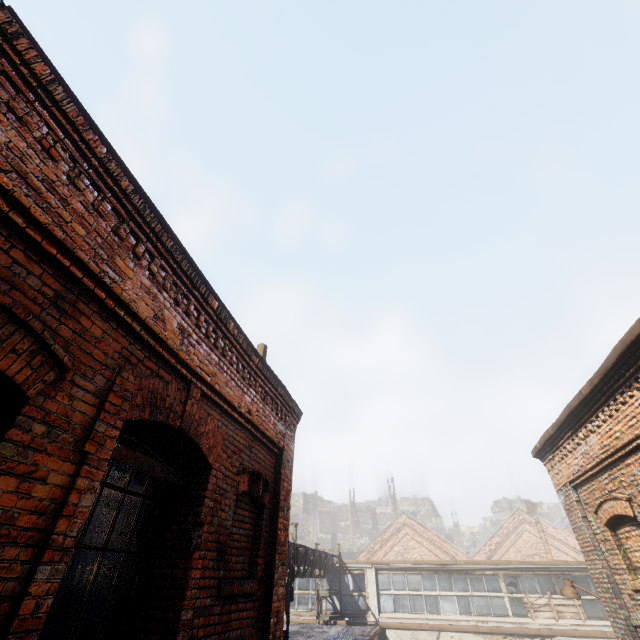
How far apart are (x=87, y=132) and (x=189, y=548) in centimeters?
403cm

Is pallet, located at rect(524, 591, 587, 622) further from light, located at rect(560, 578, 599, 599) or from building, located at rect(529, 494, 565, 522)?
building, located at rect(529, 494, 565, 522)

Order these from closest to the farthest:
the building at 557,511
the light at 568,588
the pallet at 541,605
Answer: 1. the light at 568,588
2. the pallet at 541,605
3. the building at 557,511

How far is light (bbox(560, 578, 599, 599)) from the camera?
7.8 meters

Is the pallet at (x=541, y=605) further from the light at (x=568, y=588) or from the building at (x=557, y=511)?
the building at (x=557, y=511)

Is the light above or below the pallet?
above
